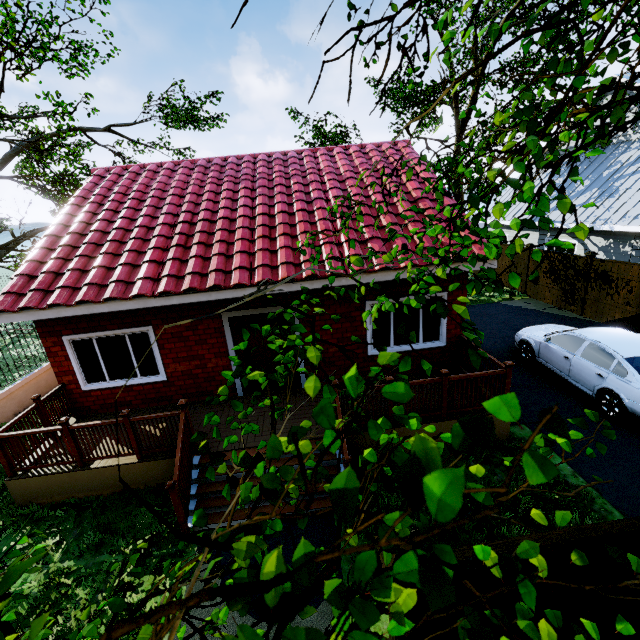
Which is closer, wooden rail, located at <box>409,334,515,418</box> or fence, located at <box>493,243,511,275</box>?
wooden rail, located at <box>409,334,515,418</box>

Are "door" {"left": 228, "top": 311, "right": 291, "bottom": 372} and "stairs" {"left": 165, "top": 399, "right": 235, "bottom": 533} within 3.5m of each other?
yes

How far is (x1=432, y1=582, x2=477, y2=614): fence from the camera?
2.6 meters

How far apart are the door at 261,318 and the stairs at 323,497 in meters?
1.9

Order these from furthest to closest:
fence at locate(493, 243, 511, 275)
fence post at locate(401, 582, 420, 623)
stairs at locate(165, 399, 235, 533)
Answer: fence at locate(493, 243, 511, 275) < stairs at locate(165, 399, 235, 533) < fence post at locate(401, 582, 420, 623)

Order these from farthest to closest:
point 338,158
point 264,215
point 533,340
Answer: point 338,158 → point 533,340 → point 264,215

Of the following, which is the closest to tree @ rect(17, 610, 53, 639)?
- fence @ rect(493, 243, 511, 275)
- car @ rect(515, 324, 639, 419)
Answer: fence @ rect(493, 243, 511, 275)

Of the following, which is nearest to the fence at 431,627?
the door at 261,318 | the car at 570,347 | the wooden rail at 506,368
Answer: the car at 570,347
